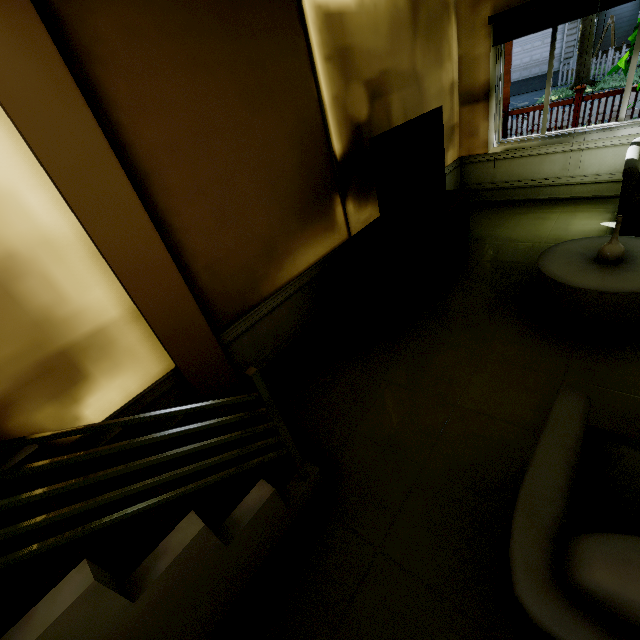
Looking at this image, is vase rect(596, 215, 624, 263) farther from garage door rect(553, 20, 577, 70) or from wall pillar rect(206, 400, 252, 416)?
garage door rect(553, 20, 577, 70)

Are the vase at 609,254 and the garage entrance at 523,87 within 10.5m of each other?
no

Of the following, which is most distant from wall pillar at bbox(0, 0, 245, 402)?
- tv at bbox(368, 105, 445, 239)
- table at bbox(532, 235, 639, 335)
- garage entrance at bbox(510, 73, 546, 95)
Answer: garage entrance at bbox(510, 73, 546, 95)

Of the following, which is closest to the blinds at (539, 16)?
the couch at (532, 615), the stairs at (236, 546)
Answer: the couch at (532, 615)

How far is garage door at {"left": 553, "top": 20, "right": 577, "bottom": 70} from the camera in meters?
17.0

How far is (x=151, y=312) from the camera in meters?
1.9

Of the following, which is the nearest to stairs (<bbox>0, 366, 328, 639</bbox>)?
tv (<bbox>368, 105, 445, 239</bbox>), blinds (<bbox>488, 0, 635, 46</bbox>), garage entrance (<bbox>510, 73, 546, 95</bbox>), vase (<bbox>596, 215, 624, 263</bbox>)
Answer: tv (<bbox>368, 105, 445, 239</bbox>)

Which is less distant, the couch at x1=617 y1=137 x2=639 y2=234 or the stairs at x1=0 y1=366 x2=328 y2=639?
the stairs at x1=0 y1=366 x2=328 y2=639
